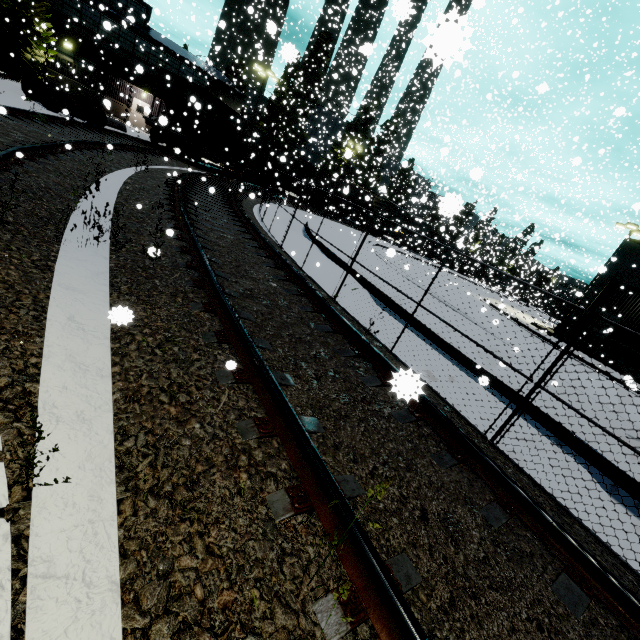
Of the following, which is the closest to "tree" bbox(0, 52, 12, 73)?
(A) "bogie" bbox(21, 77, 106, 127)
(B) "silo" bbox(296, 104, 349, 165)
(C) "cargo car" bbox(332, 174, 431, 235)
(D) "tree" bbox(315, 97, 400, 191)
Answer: (A) "bogie" bbox(21, 77, 106, 127)

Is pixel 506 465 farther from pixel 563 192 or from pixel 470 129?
pixel 563 192

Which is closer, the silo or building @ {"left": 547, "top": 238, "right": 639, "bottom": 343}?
building @ {"left": 547, "top": 238, "right": 639, "bottom": 343}

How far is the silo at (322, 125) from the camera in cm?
4091

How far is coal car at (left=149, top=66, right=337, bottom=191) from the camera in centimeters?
1895cm

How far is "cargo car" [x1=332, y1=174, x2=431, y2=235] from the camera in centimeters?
4136cm

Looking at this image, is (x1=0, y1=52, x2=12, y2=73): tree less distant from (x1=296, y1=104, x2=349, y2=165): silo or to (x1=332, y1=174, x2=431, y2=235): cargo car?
(x1=332, y1=174, x2=431, y2=235): cargo car

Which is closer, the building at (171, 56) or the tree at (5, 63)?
the tree at (5, 63)
